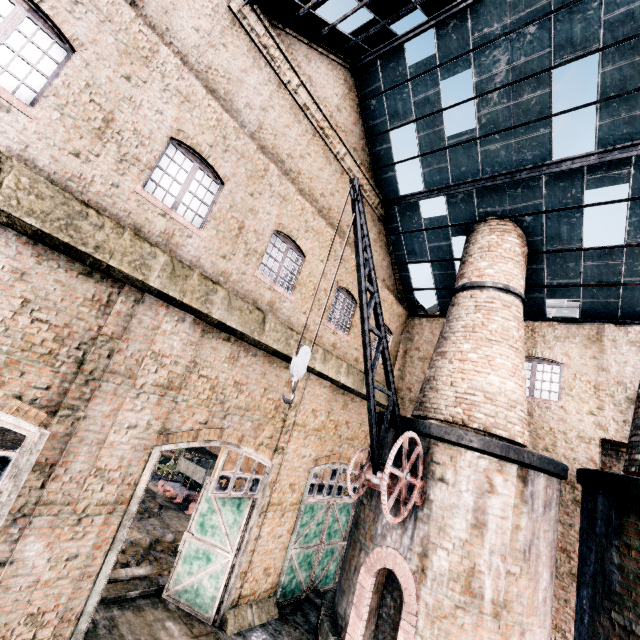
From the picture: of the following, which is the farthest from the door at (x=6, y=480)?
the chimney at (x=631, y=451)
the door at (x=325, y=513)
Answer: the chimney at (x=631, y=451)

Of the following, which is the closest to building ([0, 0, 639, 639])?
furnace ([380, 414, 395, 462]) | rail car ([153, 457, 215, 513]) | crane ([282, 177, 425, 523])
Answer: furnace ([380, 414, 395, 462])

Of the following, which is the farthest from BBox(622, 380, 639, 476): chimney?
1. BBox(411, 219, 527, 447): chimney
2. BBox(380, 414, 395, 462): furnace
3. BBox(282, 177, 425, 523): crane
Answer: BBox(282, 177, 425, 523): crane

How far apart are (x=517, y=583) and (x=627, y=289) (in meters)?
11.13

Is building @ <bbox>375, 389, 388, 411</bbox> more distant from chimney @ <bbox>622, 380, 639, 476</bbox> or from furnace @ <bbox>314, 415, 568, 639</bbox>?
furnace @ <bbox>314, 415, 568, 639</bbox>

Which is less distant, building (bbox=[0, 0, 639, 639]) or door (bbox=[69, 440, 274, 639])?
building (bbox=[0, 0, 639, 639])

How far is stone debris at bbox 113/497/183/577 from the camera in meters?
11.2 m

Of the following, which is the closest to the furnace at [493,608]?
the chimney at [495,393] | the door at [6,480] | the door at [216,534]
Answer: the chimney at [495,393]
